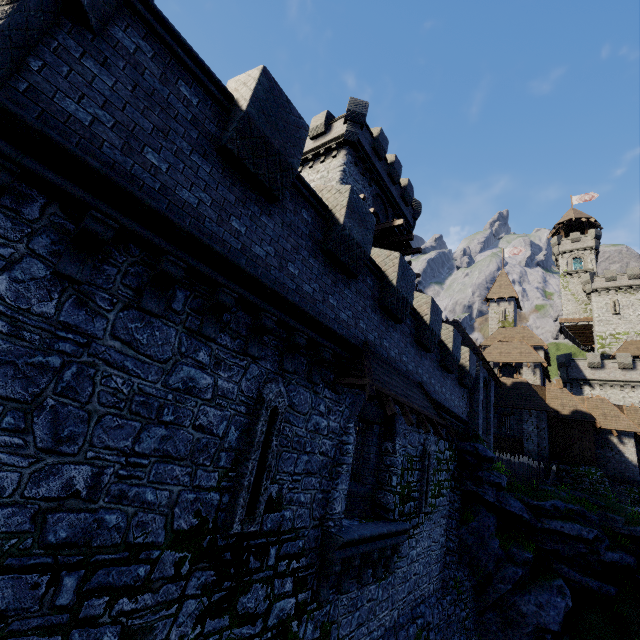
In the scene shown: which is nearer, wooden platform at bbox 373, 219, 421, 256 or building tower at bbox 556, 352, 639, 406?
wooden platform at bbox 373, 219, 421, 256

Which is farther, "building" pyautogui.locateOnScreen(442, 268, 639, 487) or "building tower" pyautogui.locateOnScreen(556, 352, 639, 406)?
"building tower" pyautogui.locateOnScreen(556, 352, 639, 406)

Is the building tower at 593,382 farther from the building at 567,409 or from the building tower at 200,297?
the building tower at 200,297

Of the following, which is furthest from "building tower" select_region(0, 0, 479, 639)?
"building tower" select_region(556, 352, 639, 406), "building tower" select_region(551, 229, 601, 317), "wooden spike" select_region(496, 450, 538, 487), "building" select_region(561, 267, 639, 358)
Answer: "building tower" select_region(551, 229, 601, 317)

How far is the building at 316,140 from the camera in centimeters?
2062cm

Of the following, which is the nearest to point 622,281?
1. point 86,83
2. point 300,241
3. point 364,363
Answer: point 364,363

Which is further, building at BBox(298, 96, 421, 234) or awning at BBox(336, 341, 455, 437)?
building at BBox(298, 96, 421, 234)

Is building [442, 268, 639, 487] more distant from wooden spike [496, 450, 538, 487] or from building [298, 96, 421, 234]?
building [298, 96, 421, 234]
